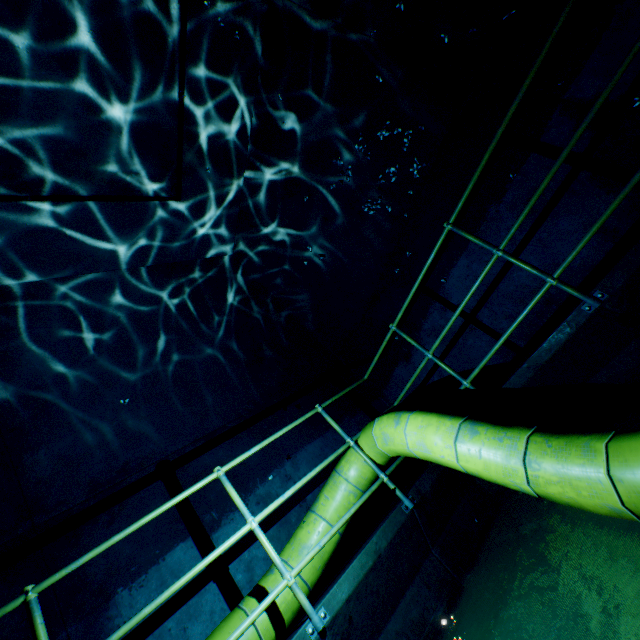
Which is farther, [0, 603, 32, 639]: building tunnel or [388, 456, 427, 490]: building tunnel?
[388, 456, 427, 490]: building tunnel

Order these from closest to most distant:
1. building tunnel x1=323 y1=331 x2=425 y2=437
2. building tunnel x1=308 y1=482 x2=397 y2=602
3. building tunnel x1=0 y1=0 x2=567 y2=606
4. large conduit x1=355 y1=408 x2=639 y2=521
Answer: large conduit x1=355 y1=408 x2=639 y2=521 < building tunnel x1=0 y1=0 x2=567 y2=606 < building tunnel x1=308 y1=482 x2=397 y2=602 < building tunnel x1=323 y1=331 x2=425 y2=437

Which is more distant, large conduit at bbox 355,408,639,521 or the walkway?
the walkway

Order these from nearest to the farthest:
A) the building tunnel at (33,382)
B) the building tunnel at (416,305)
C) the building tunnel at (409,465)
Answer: the building tunnel at (33,382) < the building tunnel at (416,305) < the building tunnel at (409,465)

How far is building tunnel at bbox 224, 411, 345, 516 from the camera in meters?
4.0 m

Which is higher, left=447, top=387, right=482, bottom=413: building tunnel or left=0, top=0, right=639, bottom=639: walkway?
left=447, top=387, right=482, bottom=413: building tunnel

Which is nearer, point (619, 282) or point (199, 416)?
point (619, 282)

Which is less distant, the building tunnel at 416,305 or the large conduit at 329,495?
the large conduit at 329,495
